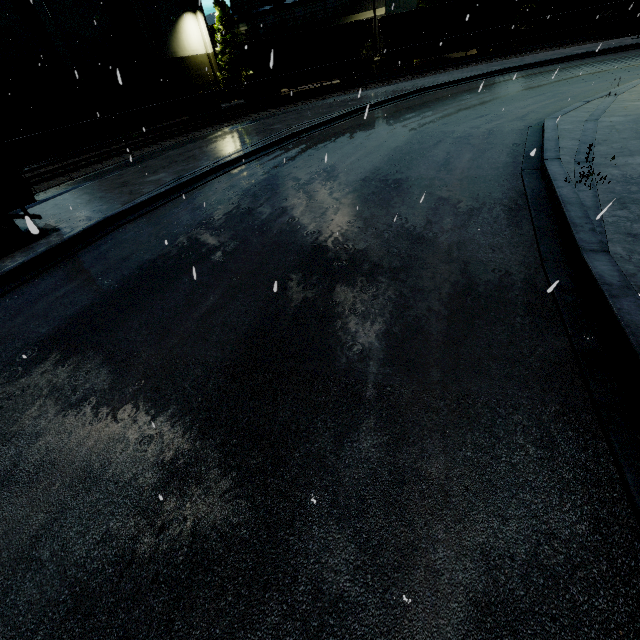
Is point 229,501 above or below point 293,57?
below

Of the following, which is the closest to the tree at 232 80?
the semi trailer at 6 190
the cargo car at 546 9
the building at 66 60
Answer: the building at 66 60

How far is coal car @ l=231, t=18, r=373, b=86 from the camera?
26.3m

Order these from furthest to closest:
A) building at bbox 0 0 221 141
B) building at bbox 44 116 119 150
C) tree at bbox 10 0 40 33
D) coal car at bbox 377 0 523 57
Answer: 1. coal car at bbox 377 0 523 57
2. building at bbox 44 116 119 150
3. building at bbox 0 0 221 141
4. tree at bbox 10 0 40 33

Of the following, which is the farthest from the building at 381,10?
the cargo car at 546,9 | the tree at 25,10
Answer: the cargo car at 546,9

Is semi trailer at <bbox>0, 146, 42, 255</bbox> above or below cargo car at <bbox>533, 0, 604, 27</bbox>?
below

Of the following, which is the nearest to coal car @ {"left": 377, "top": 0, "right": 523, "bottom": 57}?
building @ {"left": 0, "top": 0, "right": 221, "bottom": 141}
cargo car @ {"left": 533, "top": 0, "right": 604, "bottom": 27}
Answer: cargo car @ {"left": 533, "top": 0, "right": 604, "bottom": 27}

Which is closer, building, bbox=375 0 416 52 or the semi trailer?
the semi trailer
